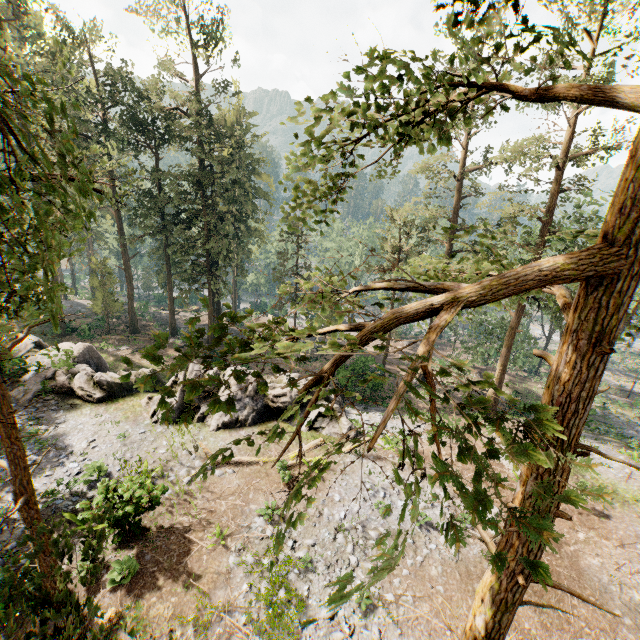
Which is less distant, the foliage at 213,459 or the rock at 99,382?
the foliage at 213,459

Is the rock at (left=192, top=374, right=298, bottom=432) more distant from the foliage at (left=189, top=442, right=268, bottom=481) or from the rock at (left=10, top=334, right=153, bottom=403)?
the foliage at (left=189, top=442, right=268, bottom=481)

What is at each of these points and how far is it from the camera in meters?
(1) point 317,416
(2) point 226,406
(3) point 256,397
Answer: (1) rock, 19.9 m
(2) foliage, 2.6 m
(3) rock, 20.0 m

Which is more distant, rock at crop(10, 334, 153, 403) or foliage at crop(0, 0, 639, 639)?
rock at crop(10, 334, 153, 403)

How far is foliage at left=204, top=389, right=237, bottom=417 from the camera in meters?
2.6

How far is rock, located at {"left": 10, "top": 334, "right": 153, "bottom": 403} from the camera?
19.2 meters
